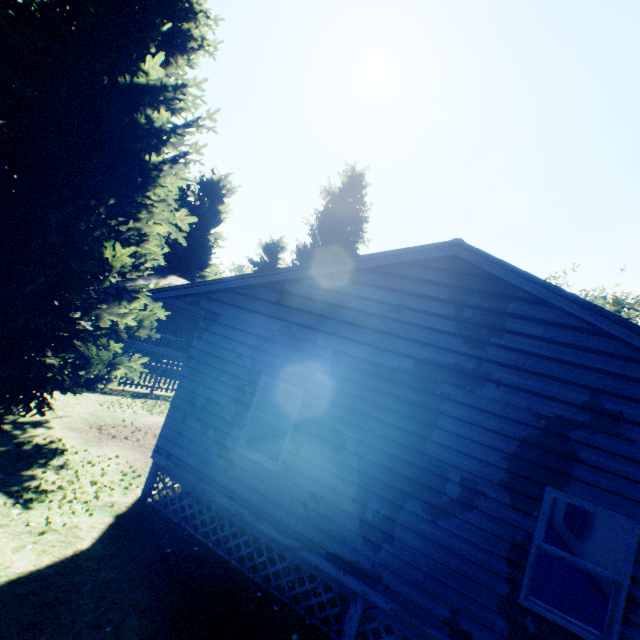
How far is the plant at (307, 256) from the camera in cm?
3362

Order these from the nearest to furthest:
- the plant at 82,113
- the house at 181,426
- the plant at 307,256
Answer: the house at 181,426 < the plant at 82,113 < the plant at 307,256

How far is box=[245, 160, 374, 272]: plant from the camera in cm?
3362

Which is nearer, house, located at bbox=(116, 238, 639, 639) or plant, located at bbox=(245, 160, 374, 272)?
house, located at bbox=(116, 238, 639, 639)

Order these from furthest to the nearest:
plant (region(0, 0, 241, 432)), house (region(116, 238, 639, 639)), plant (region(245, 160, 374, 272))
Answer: plant (region(245, 160, 374, 272)), plant (region(0, 0, 241, 432)), house (region(116, 238, 639, 639))

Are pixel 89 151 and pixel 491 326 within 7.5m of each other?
no

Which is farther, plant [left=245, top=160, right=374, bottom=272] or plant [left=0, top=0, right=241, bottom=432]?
plant [left=245, top=160, right=374, bottom=272]
